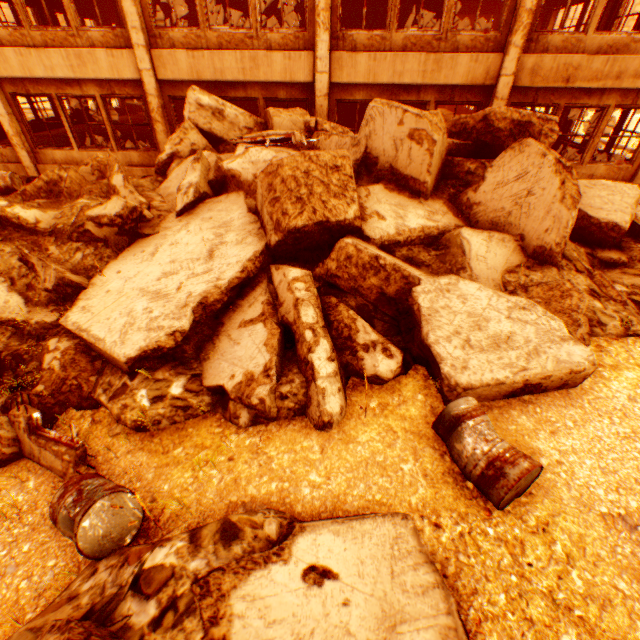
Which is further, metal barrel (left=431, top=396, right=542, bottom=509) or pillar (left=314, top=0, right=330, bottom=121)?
pillar (left=314, top=0, right=330, bottom=121)

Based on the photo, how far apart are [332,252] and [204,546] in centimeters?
376cm

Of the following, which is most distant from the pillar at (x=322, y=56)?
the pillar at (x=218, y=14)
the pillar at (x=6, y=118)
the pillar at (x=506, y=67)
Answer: the pillar at (x=6, y=118)

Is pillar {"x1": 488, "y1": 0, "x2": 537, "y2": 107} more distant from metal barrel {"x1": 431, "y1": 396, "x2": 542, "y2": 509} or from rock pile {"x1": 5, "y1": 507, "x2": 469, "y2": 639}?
metal barrel {"x1": 431, "y1": 396, "x2": 542, "y2": 509}

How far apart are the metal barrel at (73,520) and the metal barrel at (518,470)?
2.3m

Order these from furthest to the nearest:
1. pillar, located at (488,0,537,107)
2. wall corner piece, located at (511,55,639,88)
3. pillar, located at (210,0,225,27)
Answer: pillar, located at (210,0,225,27), wall corner piece, located at (511,55,639,88), pillar, located at (488,0,537,107)

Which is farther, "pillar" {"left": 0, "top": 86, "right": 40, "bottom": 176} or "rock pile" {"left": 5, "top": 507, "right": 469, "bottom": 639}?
"pillar" {"left": 0, "top": 86, "right": 40, "bottom": 176}

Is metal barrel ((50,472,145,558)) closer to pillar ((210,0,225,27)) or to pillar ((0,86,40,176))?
pillar ((0,86,40,176))
